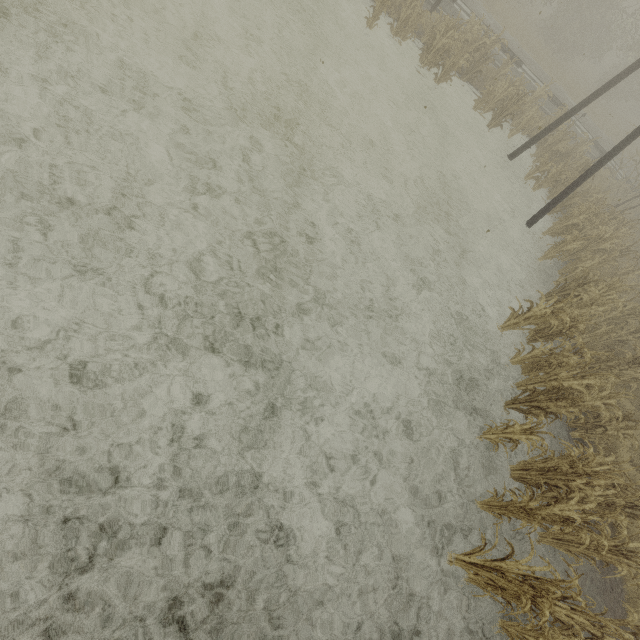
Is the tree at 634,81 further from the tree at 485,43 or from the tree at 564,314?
the tree at 485,43

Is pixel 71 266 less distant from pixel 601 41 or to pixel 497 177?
pixel 497 177

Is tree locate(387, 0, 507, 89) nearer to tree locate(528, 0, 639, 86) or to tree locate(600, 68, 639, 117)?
tree locate(528, 0, 639, 86)

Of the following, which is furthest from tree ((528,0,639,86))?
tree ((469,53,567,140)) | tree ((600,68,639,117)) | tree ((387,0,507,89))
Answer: tree ((600,68,639,117))

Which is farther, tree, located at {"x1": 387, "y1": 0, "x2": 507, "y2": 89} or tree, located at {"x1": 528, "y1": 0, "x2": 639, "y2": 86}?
tree, located at {"x1": 528, "y1": 0, "x2": 639, "y2": 86}

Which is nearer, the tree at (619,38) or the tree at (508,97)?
the tree at (508,97)

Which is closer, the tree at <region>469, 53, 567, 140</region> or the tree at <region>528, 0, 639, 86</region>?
the tree at <region>469, 53, 567, 140</region>

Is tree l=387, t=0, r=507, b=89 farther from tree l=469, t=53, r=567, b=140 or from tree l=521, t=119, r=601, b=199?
tree l=521, t=119, r=601, b=199
